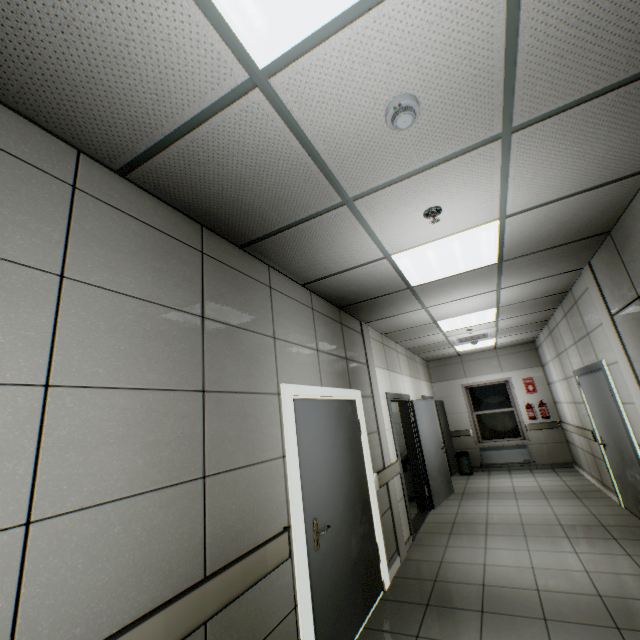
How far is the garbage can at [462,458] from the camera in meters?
8.8

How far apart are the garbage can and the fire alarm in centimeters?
940cm

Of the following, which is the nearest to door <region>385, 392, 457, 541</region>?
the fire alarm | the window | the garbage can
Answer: the garbage can

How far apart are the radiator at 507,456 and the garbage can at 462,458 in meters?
0.3 m

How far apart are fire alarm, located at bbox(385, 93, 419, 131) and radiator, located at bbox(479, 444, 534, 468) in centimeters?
970cm

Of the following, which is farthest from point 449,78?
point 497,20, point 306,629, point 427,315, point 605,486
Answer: point 605,486

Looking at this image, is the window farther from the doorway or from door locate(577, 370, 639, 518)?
the doorway

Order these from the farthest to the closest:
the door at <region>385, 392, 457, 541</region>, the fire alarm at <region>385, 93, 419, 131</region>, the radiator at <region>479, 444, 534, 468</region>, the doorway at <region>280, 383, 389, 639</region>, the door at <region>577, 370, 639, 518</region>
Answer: the radiator at <region>479, 444, 534, 468</region>
the door at <region>385, 392, 457, 541</region>
the door at <region>577, 370, 639, 518</region>
the doorway at <region>280, 383, 389, 639</region>
the fire alarm at <region>385, 93, 419, 131</region>
